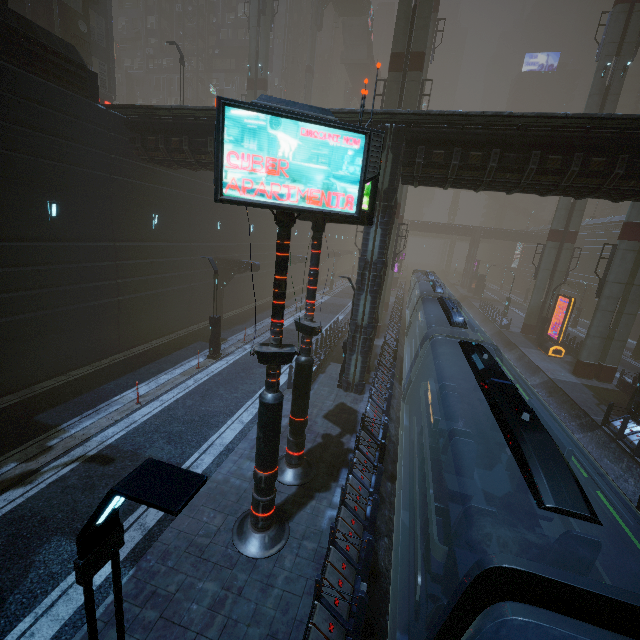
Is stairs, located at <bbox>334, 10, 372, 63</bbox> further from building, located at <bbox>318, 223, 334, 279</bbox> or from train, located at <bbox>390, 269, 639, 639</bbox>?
train, located at <bbox>390, 269, 639, 639</bbox>

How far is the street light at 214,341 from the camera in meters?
17.0 m

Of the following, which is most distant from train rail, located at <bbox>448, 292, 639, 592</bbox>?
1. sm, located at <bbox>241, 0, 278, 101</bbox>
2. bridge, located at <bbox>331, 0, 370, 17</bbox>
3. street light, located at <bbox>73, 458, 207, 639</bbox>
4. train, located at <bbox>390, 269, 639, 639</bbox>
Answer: bridge, located at <bbox>331, 0, 370, 17</bbox>

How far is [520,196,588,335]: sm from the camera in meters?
28.6 m

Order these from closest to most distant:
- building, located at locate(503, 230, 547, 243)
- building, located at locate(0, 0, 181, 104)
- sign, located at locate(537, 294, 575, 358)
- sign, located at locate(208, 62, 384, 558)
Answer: sign, located at locate(208, 62, 384, 558) → building, located at locate(0, 0, 181, 104) → sign, located at locate(537, 294, 575, 358) → building, located at locate(503, 230, 547, 243)

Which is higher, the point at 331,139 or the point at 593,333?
the point at 331,139

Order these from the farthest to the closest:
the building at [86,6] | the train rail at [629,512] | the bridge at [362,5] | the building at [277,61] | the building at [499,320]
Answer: the building at [277,61] < the bridge at [362,5] < the building at [499,320] < the building at [86,6] < the train rail at [629,512]

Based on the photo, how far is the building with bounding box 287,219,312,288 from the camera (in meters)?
35.62
